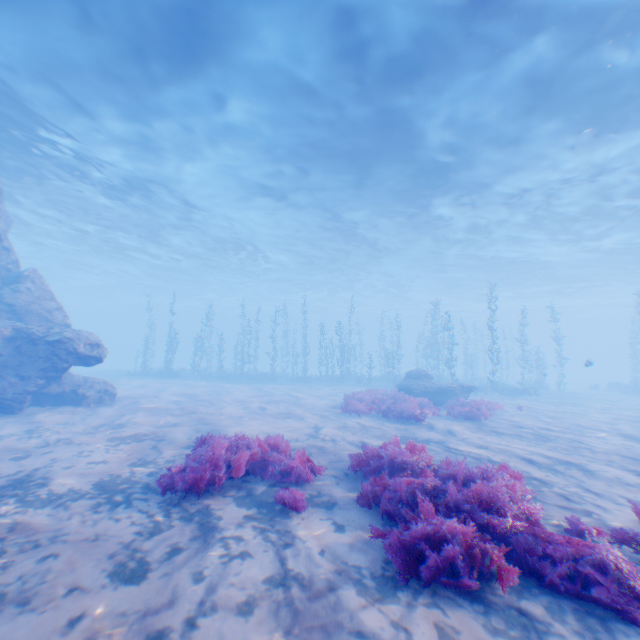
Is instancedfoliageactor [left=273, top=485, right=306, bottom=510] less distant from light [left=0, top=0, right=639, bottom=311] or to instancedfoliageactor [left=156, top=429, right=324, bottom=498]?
instancedfoliageactor [left=156, top=429, right=324, bottom=498]

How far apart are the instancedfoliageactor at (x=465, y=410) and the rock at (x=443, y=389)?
2.53m

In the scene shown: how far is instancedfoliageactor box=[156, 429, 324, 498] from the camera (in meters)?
4.94

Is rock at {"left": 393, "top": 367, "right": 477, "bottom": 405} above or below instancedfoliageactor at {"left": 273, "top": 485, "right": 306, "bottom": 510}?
above

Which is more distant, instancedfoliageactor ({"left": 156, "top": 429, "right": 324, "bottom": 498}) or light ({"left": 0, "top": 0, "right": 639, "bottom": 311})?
light ({"left": 0, "top": 0, "right": 639, "bottom": 311})

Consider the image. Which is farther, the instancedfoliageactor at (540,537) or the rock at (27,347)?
the rock at (27,347)

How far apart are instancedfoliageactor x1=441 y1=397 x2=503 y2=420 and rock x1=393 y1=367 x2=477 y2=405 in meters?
2.5 m

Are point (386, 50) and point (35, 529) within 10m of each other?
no
